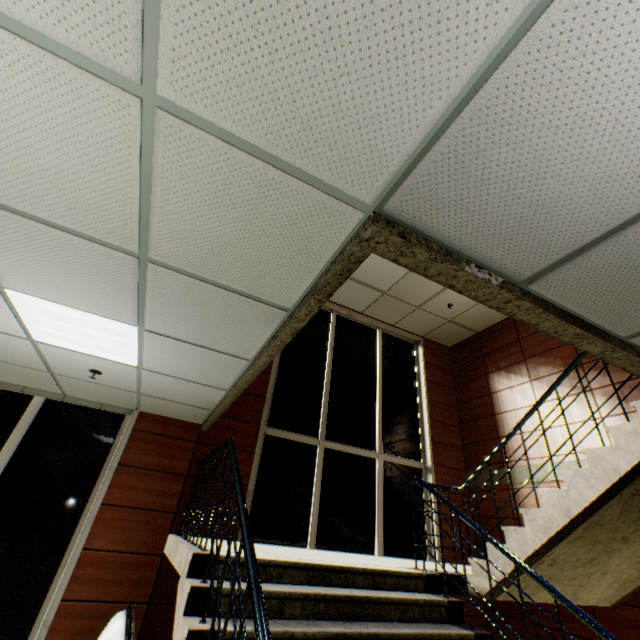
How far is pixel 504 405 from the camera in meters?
7.1

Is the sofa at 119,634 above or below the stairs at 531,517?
below

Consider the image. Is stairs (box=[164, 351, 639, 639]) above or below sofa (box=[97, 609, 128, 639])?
above
